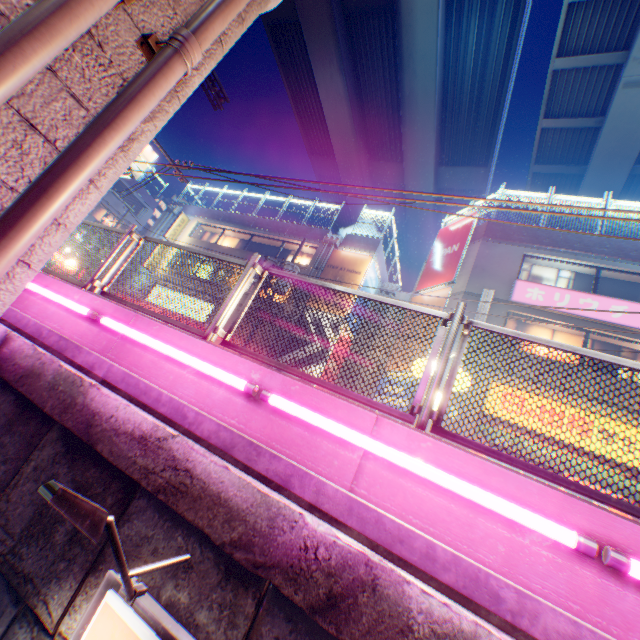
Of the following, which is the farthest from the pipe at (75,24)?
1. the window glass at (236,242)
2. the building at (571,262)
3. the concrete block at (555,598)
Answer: the window glass at (236,242)

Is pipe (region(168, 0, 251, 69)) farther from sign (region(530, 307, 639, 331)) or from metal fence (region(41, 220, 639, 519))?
sign (region(530, 307, 639, 331))

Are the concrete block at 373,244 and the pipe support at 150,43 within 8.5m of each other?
no

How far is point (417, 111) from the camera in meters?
23.7 m

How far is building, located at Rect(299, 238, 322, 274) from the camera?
20.5 meters

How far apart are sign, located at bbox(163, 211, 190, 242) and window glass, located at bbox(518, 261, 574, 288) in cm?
2319

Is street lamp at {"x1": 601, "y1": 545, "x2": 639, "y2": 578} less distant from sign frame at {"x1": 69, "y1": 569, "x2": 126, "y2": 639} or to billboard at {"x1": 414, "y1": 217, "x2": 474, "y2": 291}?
sign frame at {"x1": 69, "y1": 569, "x2": 126, "y2": 639}

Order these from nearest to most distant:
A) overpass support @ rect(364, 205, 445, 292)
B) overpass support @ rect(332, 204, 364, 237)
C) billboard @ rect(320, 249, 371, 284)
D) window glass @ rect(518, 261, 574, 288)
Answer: window glass @ rect(518, 261, 574, 288), billboard @ rect(320, 249, 371, 284), overpass support @ rect(364, 205, 445, 292), overpass support @ rect(332, 204, 364, 237)
